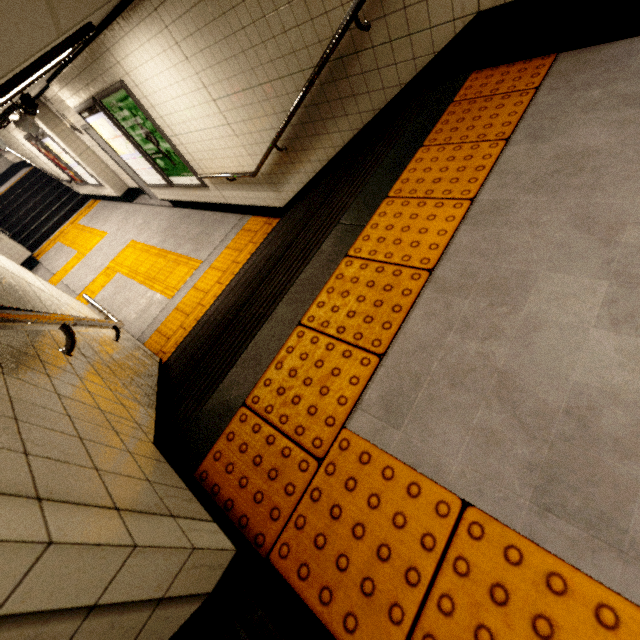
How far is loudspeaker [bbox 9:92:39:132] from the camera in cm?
397

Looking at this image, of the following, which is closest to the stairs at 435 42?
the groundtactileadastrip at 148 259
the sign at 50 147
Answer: the groundtactileadastrip at 148 259

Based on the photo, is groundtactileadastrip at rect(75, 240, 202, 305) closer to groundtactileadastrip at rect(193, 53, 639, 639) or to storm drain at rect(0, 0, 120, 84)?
storm drain at rect(0, 0, 120, 84)

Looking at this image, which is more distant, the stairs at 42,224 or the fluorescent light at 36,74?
the stairs at 42,224

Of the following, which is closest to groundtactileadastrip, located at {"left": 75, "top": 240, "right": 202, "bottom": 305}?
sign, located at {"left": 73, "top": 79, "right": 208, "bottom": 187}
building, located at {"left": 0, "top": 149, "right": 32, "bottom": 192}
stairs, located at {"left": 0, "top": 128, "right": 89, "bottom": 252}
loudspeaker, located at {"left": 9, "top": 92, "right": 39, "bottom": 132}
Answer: stairs, located at {"left": 0, "top": 128, "right": 89, "bottom": 252}

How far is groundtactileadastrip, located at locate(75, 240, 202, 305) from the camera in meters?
5.8

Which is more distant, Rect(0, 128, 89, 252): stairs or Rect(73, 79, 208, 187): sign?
Rect(0, 128, 89, 252): stairs

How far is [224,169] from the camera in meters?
4.9 m
